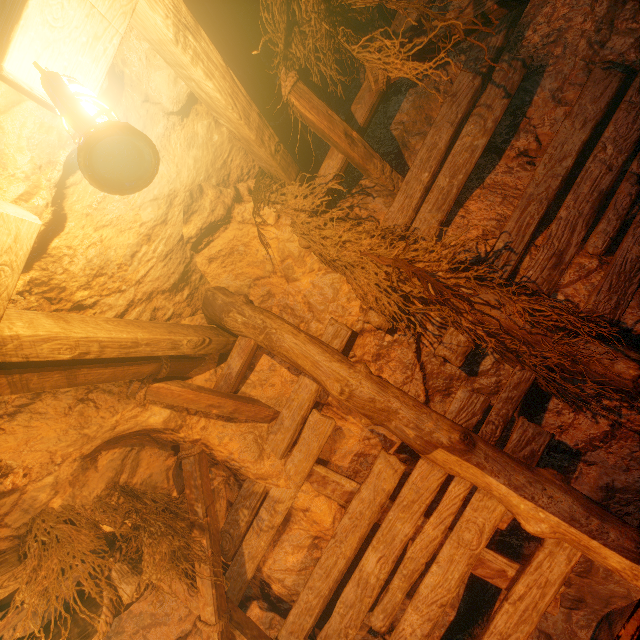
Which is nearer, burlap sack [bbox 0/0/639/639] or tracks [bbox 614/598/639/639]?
tracks [bbox 614/598/639/639]

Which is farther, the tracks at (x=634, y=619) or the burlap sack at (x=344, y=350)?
the burlap sack at (x=344, y=350)

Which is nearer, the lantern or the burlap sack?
the lantern

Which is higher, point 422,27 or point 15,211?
point 422,27

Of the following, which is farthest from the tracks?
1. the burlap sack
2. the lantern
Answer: the lantern

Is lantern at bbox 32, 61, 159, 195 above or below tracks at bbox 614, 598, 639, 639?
above

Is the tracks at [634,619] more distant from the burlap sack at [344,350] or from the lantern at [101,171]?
the lantern at [101,171]
